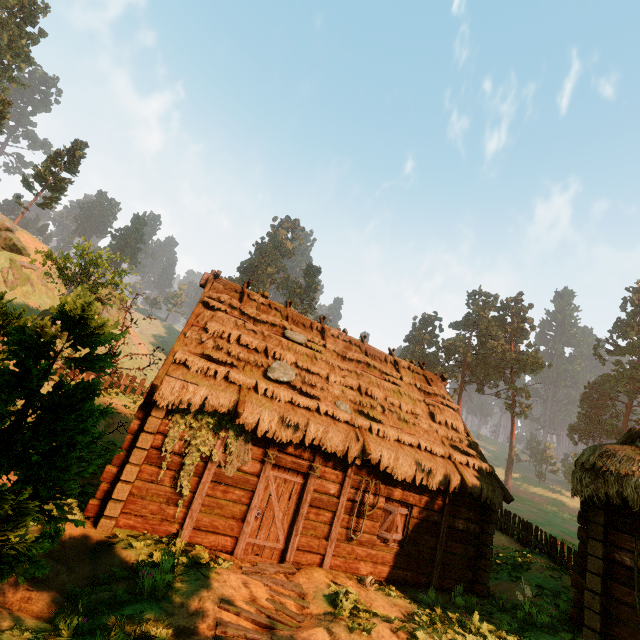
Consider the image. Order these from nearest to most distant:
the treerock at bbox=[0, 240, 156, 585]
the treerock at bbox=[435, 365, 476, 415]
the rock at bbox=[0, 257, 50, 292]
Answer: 1. the treerock at bbox=[0, 240, 156, 585]
2. the rock at bbox=[0, 257, 50, 292]
3. the treerock at bbox=[435, 365, 476, 415]

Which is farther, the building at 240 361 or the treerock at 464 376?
the treerock at 464 376

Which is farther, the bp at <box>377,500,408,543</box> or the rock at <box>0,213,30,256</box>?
the rock at <box>0,213,30,256</box>

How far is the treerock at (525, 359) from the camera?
53.6m

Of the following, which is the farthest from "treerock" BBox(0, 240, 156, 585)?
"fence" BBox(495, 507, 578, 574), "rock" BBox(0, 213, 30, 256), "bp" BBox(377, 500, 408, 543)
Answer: "bp" BBox(377, 500, 408, 543)

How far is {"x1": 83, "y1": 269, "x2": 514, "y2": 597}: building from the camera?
7.9m

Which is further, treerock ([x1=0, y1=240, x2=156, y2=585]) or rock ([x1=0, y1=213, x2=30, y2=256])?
rock ([x1=0, y1=213, x2=30, y2=256])

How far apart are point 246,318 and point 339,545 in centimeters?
785cm
